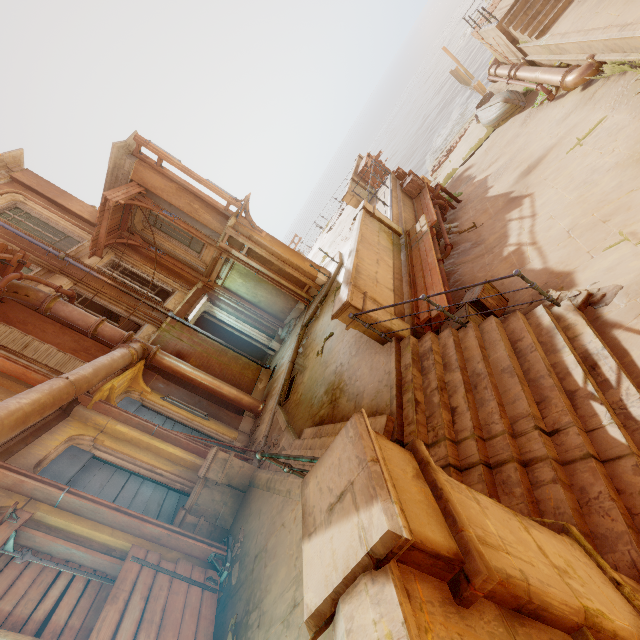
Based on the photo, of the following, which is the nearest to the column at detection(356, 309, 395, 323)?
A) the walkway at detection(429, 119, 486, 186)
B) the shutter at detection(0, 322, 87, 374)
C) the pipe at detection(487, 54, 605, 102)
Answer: the shutter at detection(0, 322, 87, 374)

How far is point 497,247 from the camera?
8.6 meters

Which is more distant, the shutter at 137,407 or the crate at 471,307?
the shutter at 137,407

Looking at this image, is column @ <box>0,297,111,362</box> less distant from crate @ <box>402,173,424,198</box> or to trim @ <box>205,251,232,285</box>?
trim @ <box>205,251,232,285</box>

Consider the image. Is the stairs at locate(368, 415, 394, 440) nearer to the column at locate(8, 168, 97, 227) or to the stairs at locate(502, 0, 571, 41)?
the column at locate(8, 168, 97, 227)

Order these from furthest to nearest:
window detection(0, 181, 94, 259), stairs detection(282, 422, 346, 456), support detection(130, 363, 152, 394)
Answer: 1. window detection(0, 181, 94, 259)
2. support detection(130, 363, 152, 394)
3. stairs detection(282, 422, 346, 456)

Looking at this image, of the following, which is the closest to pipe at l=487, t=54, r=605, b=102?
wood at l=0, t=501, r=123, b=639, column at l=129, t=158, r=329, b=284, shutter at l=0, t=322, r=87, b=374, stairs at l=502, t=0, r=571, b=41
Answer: stairs at l=502, t=0, r=571, b=41

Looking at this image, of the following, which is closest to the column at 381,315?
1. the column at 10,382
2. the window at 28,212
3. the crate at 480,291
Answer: the crate at 480,291
